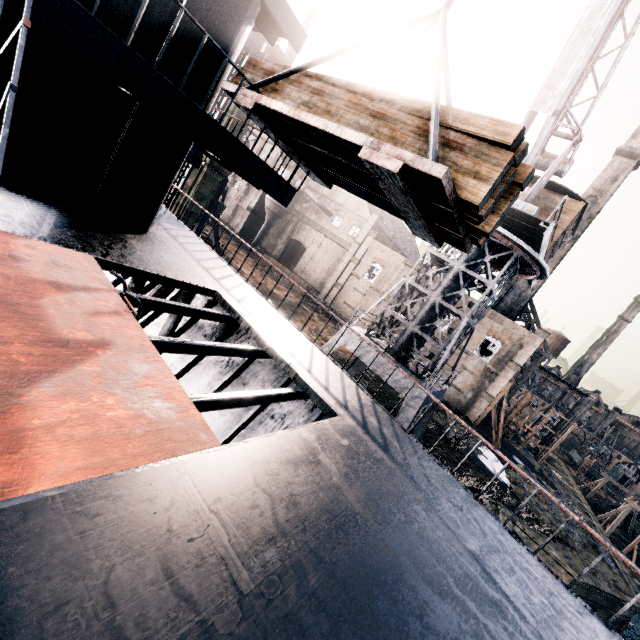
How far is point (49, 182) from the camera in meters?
6.3 m

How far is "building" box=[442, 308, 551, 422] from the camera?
35.3 meters

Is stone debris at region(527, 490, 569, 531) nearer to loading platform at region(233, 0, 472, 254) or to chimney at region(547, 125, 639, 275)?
chimney at region(547, 125, 639, 275)

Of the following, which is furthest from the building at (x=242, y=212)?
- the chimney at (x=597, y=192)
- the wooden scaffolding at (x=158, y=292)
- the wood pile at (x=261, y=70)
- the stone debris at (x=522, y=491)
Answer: the wood pile at (x=261, y=70)

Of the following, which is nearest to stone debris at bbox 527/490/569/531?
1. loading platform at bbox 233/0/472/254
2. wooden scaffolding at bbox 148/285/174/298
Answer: wooden scaffolding at bbox 148/285/174/298

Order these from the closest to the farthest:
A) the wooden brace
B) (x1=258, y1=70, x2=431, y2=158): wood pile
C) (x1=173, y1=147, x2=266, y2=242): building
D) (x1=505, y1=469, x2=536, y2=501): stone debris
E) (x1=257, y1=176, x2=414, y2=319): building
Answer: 1. (x1=258, y1=70, x2=431, y2=158): wood pile
2. (x1=173, y1=147, x2=266, y2=242): building
3. the wooden brace
4. (x1=505, y1=469, x2=536, y2=501): stone debris
5. (x1=257, y1=176, x2=414, y2=319): building

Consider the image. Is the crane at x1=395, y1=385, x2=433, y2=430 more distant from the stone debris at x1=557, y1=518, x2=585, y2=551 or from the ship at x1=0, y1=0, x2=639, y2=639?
the stone debris at x1=557, y1=518, x2=585, y2=551

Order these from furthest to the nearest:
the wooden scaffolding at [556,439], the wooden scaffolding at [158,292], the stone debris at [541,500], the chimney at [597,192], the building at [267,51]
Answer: the wooden scaffolding at [556,439]
the chimney at [597,192]
the stone debris at [541,500]
the building at [267,51]
the wooden scaffolding at [158,292]
